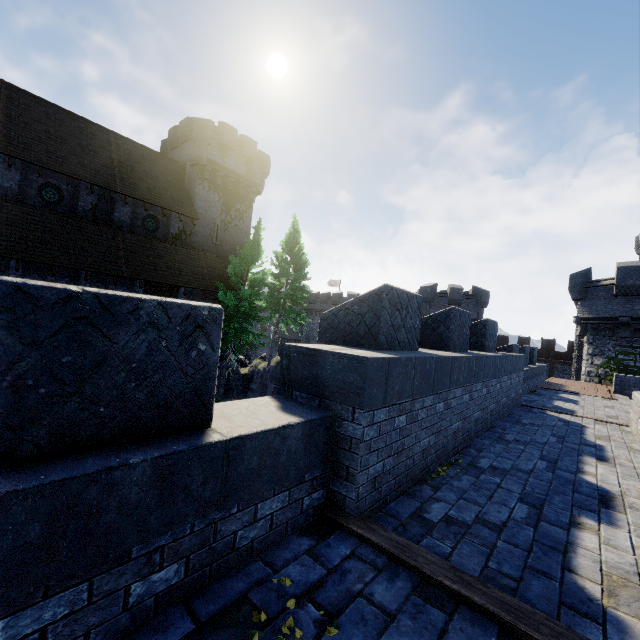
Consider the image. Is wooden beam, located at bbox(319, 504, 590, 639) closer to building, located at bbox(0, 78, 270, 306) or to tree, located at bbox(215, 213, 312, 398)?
tree, located at bbox(215, 213, 312, 398)

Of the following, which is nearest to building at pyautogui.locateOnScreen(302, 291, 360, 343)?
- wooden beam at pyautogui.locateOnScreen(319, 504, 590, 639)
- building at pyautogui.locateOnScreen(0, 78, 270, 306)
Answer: building at pyautogui.locateOnScreen(0, 78, 270, 306)

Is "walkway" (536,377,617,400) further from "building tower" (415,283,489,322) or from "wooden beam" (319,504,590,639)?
"wooden beam" (319,504,590,639)

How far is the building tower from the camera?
33.41m

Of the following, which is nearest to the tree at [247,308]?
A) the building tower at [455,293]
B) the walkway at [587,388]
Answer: the building tower at [455,293]

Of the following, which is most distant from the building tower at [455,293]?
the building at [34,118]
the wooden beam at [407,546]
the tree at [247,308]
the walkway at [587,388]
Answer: the wooden beam at [407,546]

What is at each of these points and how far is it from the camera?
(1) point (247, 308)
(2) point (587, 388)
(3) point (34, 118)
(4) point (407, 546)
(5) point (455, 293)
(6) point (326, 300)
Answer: (1) tree, 23.5m
(2) walkway, 17.5m
(3) building, 20.5m
(4) wooden beam, 2.8m
(5) building tower, 33.5m
(6) building, 53.3m

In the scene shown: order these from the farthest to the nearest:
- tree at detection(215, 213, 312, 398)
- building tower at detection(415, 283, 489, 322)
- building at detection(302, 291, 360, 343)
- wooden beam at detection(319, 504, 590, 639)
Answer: building at detection(302, 291, 360, 343) < building tower at detection(415, 283, 489, 322) < tree at detection(215, 213, 312, 398) < wooden beam at detection(319, 504, 590, 639)
